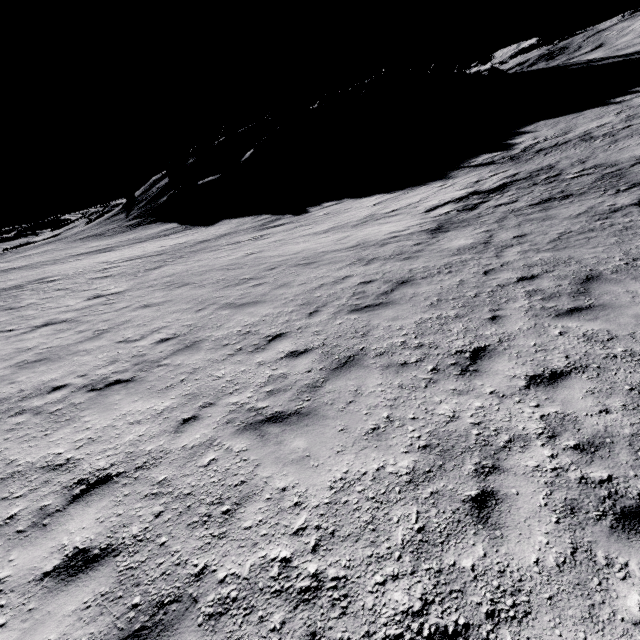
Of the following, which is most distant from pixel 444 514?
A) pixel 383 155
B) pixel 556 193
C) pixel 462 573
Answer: pixel 383 155

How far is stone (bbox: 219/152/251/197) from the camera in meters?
48.7

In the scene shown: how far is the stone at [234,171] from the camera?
48.7 meters
